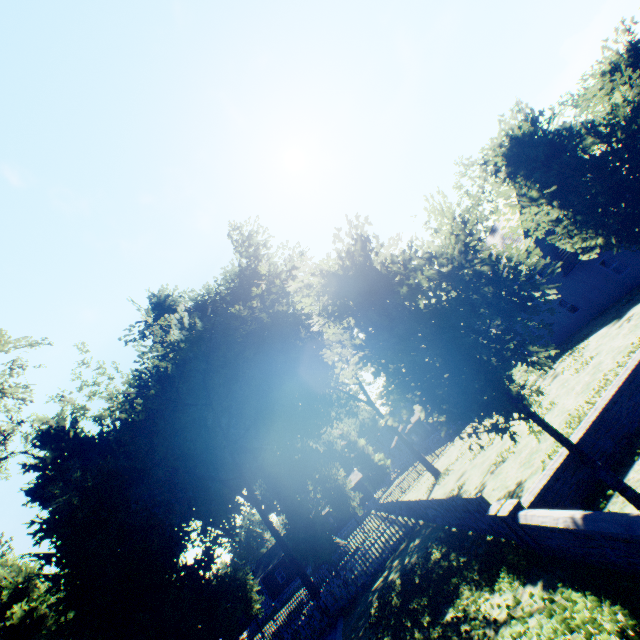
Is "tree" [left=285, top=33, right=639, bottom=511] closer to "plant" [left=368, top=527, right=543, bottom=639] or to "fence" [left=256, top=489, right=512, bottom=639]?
"fence" [left=256, top=489, right=512, bottom=639]

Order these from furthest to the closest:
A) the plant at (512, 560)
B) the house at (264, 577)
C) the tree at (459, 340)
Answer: the house at (264, 577)
the plant at (512, 560)
the tree at (459, 340)

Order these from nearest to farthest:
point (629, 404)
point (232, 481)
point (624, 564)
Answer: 1. point (624, 564)
2. point (629, 404)
3. point (232, 481)

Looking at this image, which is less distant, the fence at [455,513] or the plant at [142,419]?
the fence at [455,513]

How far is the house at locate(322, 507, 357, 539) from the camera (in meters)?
48.97

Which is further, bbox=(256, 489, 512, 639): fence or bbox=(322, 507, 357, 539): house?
bbox=(322, 507, 357, 539): house

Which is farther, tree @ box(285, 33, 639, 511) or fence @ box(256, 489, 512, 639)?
fence @ box(256, 489, 512, 639)
